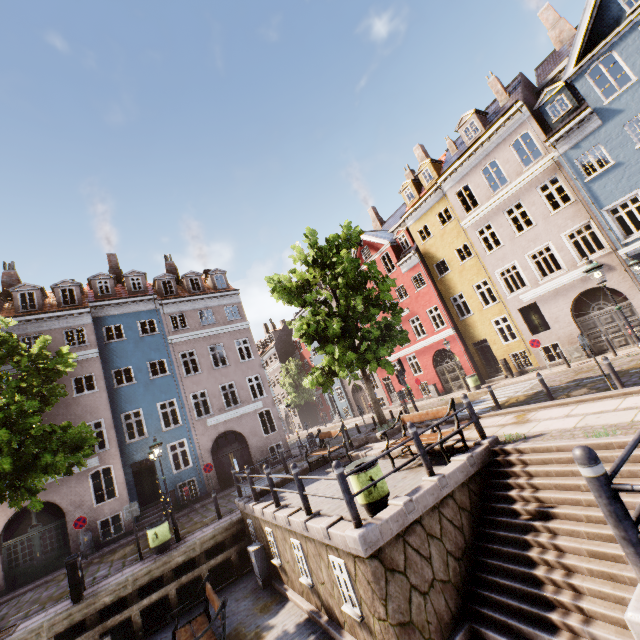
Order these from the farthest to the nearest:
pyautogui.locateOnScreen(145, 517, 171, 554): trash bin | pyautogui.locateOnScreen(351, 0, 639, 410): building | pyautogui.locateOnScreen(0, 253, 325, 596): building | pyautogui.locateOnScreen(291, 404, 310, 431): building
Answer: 1. pyautogui.locateOnScreen(291, 404, 310, 431): building
2. pyautogui.locateOnScreen(0, 253, 325, 596): building
3. pyautogui.locateOnScreen(351, 0, 639, 410): building
4. pyautogui.locateOnScreen(145, 517, 171, 554): trash bin

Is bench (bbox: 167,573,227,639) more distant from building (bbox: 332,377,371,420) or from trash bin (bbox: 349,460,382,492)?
building (bbox: 332,377,371,420)

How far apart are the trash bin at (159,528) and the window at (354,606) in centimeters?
840cm

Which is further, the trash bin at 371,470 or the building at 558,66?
the building at 558,66

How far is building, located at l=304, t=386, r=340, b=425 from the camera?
38.2m

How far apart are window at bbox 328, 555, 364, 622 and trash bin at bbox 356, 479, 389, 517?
1.0m

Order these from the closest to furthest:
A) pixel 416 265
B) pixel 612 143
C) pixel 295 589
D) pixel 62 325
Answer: pixel 295 589, pixel 612 143, pixel 62 325, pixel 416 265

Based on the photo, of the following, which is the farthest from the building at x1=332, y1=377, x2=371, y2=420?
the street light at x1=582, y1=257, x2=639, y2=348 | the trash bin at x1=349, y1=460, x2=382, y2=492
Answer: the trash bin at x1=349, y1=460, x2=382, y2=492
